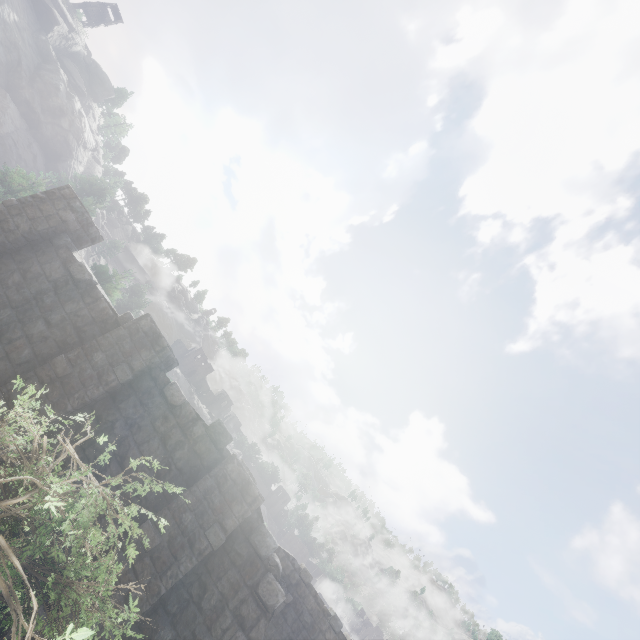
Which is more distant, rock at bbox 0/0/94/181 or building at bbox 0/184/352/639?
rock at bbox 0/0/94/181

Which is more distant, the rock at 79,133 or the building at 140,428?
the rock at 79,133

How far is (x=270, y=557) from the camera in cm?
725
